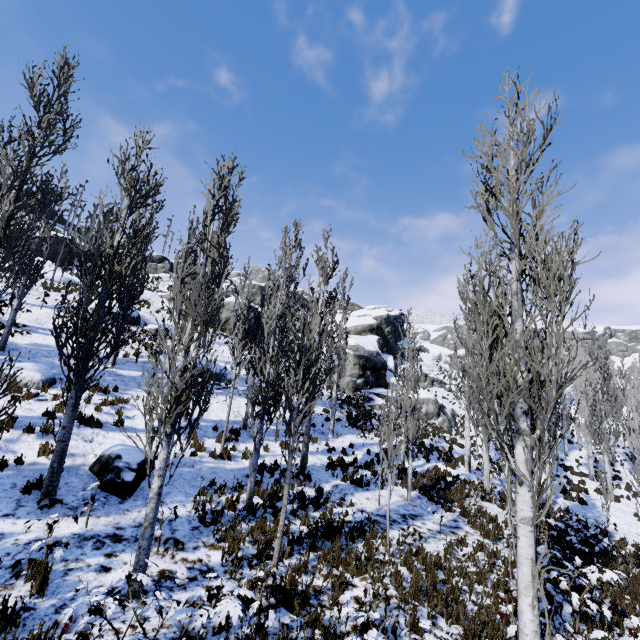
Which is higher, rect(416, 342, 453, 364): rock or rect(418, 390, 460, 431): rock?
rect(416, 342, 453, 364): rock

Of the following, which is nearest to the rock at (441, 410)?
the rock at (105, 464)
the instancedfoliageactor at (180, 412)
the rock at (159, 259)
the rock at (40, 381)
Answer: the instancedfoliageactor at (180, 412)

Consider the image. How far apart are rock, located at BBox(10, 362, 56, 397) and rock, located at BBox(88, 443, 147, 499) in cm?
498

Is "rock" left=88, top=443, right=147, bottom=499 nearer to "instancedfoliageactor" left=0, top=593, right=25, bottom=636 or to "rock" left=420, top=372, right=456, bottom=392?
"instancedfoliageactor" left=0, top=593, right=25, bottom=636

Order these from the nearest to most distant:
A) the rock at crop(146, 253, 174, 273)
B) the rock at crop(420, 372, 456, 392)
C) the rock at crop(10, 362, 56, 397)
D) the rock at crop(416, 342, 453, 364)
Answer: the rock at crop(10, 362, 56, 397), the rock at crop(420, 372, 456, 392), the rock at crop(146, 253, 174, 273), the rock at crop(416, 342, 453, 364)

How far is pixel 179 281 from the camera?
6.0m

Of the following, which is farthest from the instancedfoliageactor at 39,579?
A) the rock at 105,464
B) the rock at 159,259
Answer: the rock at 159,259

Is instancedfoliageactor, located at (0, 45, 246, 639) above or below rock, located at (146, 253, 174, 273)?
below
